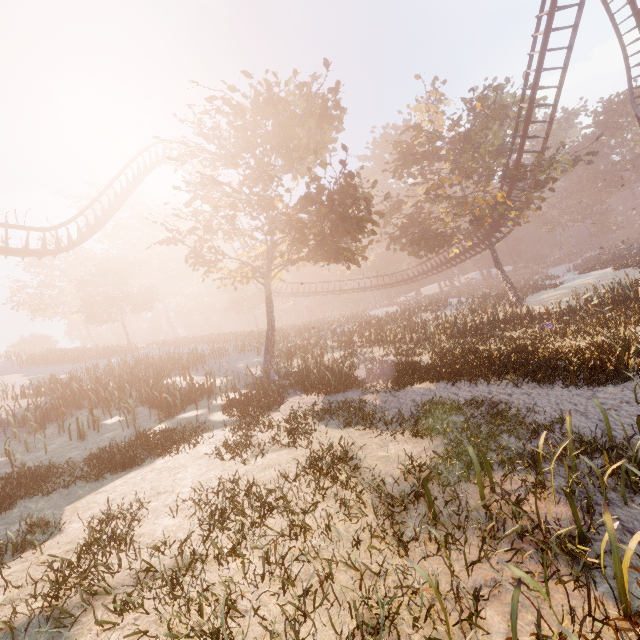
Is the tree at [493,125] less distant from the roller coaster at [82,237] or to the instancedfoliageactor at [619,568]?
the roller coaster at [82,237]

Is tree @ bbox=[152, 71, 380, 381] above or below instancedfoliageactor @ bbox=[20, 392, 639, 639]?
above

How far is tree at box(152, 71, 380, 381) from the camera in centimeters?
1369cm

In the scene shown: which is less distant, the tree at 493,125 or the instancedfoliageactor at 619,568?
the instancedfoliageactor at 619,568

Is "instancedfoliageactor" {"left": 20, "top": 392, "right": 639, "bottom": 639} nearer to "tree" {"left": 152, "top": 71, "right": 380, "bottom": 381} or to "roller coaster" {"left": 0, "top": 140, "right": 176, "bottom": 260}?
"roller coaster" {"left": 0, "top": 140, "right": 176, "bottom": 260}

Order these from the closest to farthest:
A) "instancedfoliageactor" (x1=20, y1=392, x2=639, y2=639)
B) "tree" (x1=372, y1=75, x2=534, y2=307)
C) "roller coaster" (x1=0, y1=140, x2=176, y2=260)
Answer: "instancedfoliageactor" (x1=20, y1=392, x2=639, y2=639)
"roller coaster" (x1=0, y1=140, x2=176, y2=260)
"tree" (x1=372, y1=75, x2=534, y2=307)

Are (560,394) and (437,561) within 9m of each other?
yes

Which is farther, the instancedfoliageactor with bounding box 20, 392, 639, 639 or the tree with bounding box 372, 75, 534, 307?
the tree with bounding box 372, 75, 534, 307
